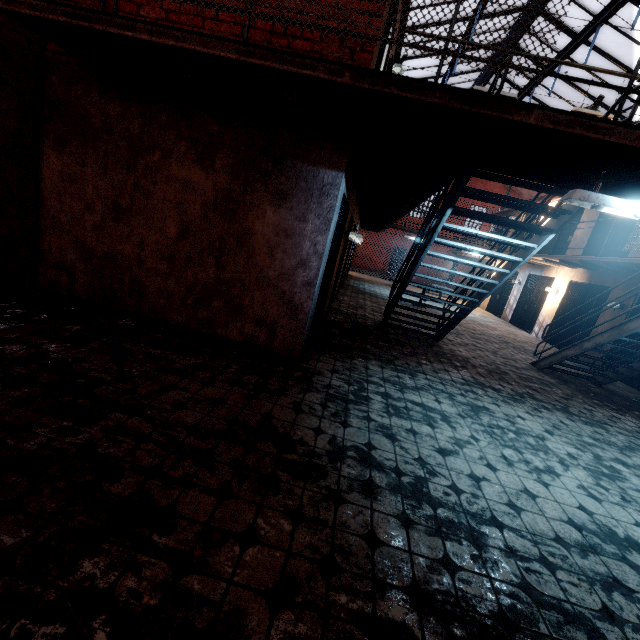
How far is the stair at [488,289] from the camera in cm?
386

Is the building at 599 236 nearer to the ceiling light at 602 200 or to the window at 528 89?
the window at 528 89

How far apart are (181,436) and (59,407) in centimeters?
98cm

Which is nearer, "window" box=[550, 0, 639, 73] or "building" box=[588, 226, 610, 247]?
"window" box=[550, 0, 639, 73]

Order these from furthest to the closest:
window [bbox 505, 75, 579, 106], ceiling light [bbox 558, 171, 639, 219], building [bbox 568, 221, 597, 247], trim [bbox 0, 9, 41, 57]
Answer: window [bbox 505, 75, 579, 106] < building [bbox 568, 221, 597, 247] < trim [bbox 0, 9, 41, 57] < ceiling light [bbox 558, 171, 639, 219]

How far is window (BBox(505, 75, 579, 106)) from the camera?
12.5m

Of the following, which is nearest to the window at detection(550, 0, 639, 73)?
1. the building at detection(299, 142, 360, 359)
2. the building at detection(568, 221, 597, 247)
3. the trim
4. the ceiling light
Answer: the trim

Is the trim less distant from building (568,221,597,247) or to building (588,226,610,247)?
building (568,221,597,247)
